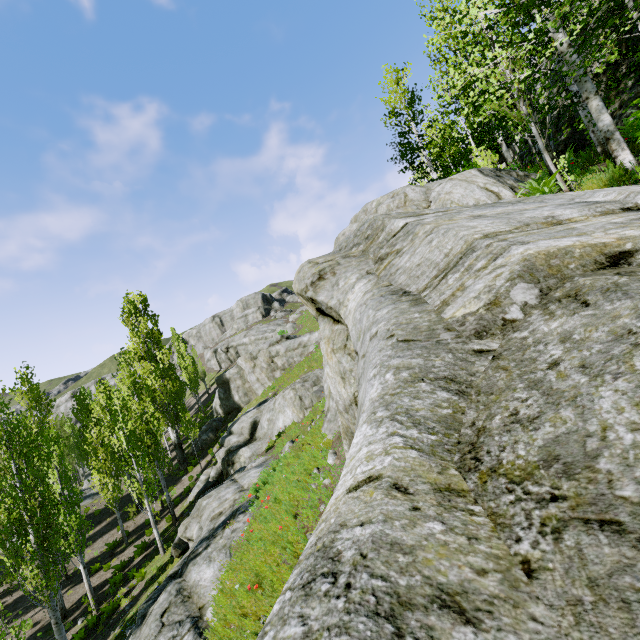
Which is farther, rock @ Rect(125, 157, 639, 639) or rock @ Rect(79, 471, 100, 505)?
rock @ Rect(79, 471, 100, 505)

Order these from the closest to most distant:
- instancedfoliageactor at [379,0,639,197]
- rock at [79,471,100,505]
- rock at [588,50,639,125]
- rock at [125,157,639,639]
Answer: rock at [125,157,639,639] → instancedfoliageactor at [379,0,639,197] → rock at [588,50,639,125] → rock at [79,471,100,505]

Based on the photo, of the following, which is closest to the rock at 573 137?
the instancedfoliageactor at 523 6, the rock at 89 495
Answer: the instancedfoliageactor at 523 6

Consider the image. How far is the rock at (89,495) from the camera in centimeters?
2983cm

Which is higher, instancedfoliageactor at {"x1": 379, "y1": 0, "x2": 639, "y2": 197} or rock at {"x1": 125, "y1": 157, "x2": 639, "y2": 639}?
instancedfoliageactor at {"x1": 379, "y1": 0, "x2": 639, "y2": 197}

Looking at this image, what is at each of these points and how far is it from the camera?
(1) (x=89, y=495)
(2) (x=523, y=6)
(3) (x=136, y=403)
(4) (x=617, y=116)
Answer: (1) rock, 30.6m
(2) instancedfoliageactor, 5.6m
(3) instancedfoliageactor, 21.5m
(4) rock, 10.9m

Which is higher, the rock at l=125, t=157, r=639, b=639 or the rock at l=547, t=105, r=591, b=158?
the rock at l=547, t=105, r=591, b=158

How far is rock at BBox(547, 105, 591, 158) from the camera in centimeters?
1228cm
